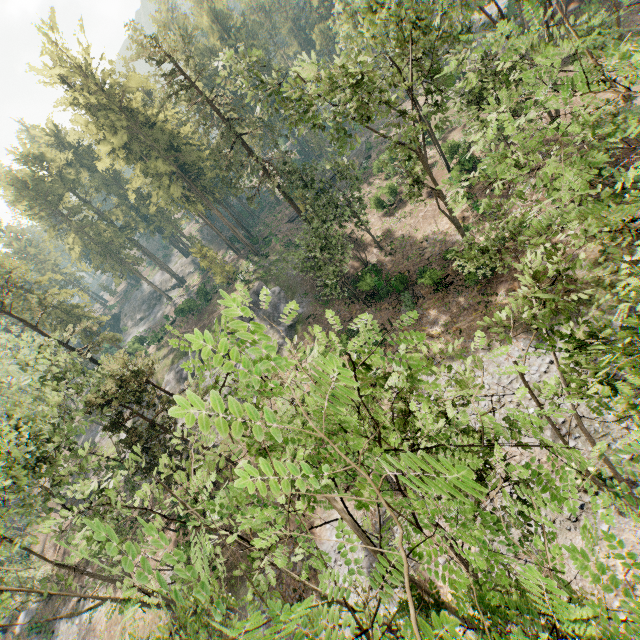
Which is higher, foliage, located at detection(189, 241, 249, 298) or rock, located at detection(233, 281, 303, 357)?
foliage, located at detection(189, 241, 249, 298)

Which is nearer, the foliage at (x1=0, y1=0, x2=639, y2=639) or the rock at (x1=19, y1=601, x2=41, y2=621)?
the foliage at (x1=0, y1=0, x2=639, y2=639)

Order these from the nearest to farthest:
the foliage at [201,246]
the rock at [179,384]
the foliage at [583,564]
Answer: the foliage at [583,564], the foliage at [201,246], the rock at [179,384]

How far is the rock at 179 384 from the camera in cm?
4078

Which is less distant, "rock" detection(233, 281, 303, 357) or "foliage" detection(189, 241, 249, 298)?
"foliage" detection(189, 241, 249, 298)

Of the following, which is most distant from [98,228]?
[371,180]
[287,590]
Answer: [287,590]

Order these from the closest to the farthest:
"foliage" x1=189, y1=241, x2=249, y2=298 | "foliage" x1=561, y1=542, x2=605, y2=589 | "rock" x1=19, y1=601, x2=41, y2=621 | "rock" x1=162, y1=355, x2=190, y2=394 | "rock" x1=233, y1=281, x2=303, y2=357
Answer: "foliage" x1=561, y1=542, x2=605, y2=589, "foliage" x1=189, y1=241, x2=249, y2=298, "rock" x1=19, y1=601, x2=41, y2=621, "rock" x1=233, y1=281, x2=303, y2=357, "rock" x1=162, y1=355, x2=190, y2=394

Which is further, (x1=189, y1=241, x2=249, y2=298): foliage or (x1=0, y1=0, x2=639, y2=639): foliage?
(x1=189, y1=241, x2=249, y2=298): foliage
